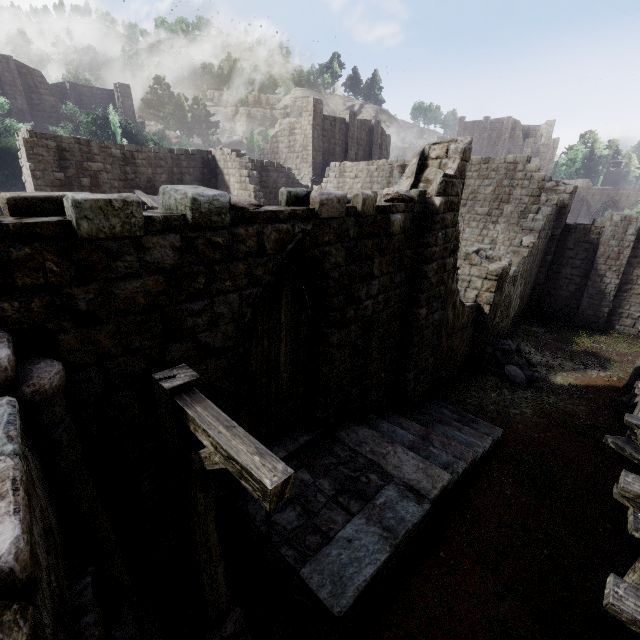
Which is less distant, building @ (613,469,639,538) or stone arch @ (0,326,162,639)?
stone arch @ (0,326,162,639)

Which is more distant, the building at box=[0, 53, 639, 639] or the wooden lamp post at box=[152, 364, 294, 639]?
the building at box=[0, 53, 639, 639]

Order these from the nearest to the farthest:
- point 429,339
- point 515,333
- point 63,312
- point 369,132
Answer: point 63,312, point 429,339, point 515,333, point 369,132

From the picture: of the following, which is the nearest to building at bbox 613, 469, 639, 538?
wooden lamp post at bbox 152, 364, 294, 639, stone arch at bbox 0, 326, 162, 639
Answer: stone arch at bbox 0, 326, 162, 639

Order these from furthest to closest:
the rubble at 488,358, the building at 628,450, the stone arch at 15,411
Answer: the rubble at 488,358 → the building at 628,450 → the stone arch at 15,411

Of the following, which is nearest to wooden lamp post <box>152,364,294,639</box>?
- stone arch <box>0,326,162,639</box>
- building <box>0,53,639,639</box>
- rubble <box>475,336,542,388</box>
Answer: stone arch <box>0,326,162,639</box>

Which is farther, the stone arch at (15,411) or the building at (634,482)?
the building at (634,482)

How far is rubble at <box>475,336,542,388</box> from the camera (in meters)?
12.35
